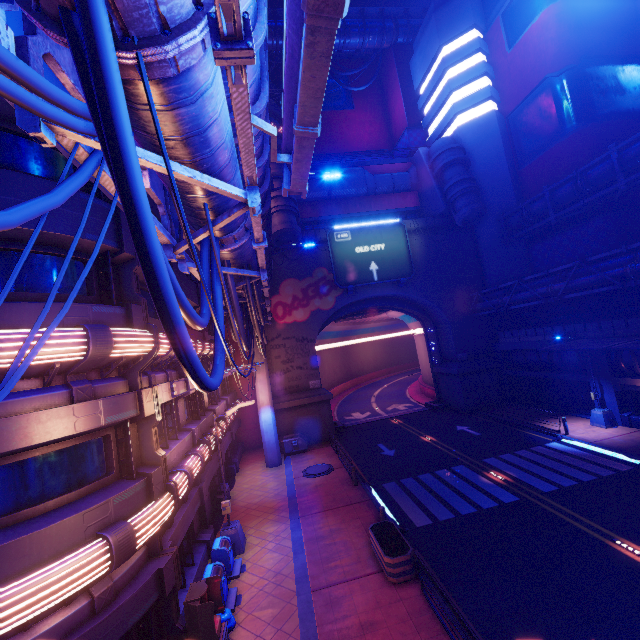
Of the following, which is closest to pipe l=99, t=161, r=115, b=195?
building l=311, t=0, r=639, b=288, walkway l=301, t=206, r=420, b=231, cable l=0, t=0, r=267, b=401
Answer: cable l=0, t=0, r=267, b=401

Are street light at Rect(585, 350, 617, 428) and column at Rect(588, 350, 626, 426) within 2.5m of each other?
yes

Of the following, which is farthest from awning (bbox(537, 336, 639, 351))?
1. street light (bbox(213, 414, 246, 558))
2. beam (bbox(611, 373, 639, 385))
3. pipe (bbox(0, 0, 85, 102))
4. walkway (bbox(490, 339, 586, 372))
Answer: street light (bbox(213, 414, 246, 558))

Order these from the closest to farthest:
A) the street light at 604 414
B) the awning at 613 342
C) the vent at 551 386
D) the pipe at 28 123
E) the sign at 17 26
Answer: the pipe at 28 123
the sign at 17 26
the awning at 613 342
the street light at 604 414
the vent at 551 386

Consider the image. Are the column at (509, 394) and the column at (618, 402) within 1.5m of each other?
no

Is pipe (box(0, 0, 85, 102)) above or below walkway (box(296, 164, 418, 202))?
below

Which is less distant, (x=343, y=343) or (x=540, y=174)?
(x=540, y=174)

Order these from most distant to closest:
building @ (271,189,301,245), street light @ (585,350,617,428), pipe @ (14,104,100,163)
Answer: building @ (271,189,301,245) → street light @ (585,350,617,428) → pipe @ (14,104,100,163)
